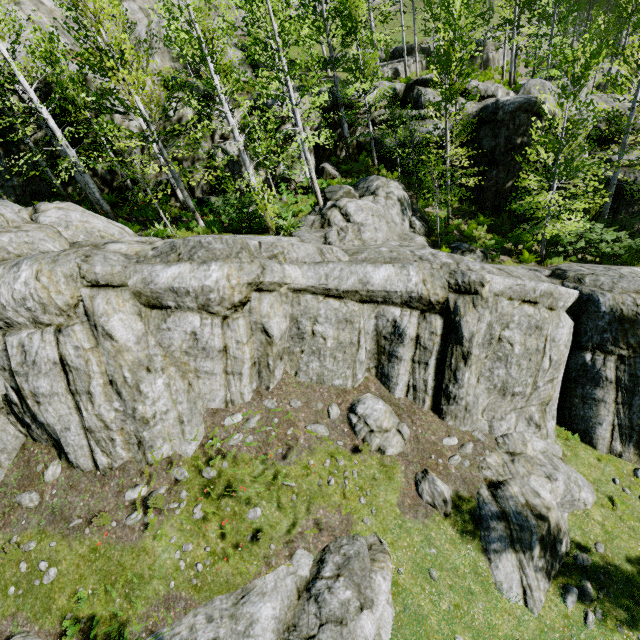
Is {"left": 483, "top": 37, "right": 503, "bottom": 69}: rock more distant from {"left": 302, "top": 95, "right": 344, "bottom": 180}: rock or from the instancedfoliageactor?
{"left": 302, "top": 95, "right": 344, "bottom": 180}: rock

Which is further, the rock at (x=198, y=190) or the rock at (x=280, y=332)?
the rock at (x=198, y=190)

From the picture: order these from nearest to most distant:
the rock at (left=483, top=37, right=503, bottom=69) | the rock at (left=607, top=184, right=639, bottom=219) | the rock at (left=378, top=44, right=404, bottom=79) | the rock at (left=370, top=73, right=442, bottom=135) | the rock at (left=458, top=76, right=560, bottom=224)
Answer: the rock at (left=458, top=76, right=560, bottom=224) → the rock at (left=607, top=184, right=639, bottom=219) → the rock at (left=370, top=73, right=442, bottom=135) → the rock at (left=378, top=44, right=404, bottom=79) → the rock at (left=483, top=37, right=503, bottom=69)

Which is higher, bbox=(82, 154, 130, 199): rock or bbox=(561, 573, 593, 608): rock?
bbox=(82, 154, 130, 199): rock

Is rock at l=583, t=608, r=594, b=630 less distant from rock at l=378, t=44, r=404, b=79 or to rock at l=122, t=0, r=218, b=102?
rock at l=122, t=0, r=218, b=102

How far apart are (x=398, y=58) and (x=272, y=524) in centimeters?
4011cm

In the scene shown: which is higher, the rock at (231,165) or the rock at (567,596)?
the rock at (231,165)

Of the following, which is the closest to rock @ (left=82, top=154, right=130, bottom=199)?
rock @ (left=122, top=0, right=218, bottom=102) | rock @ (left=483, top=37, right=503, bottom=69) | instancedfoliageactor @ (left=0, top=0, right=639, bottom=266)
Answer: instancedfoliageactor @ (left=0, top=0, right=639, bottom=266)
